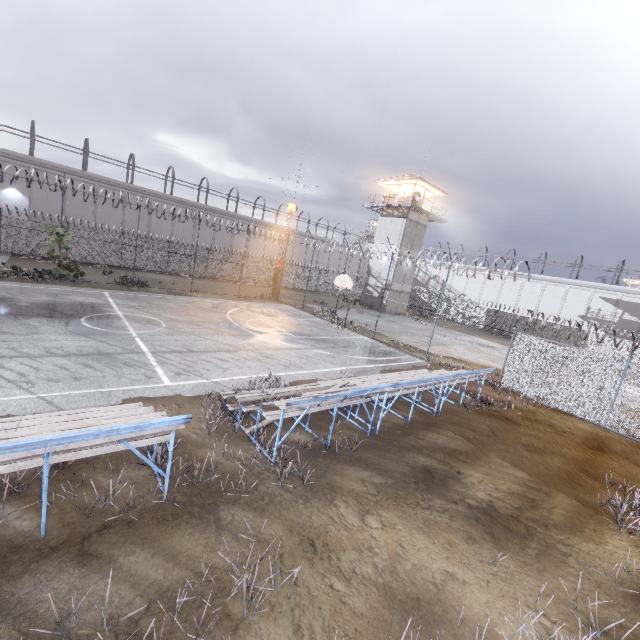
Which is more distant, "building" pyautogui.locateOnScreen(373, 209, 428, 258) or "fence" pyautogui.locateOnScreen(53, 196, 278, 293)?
"building" pyautogui.locateOnScreen(373, 209, 428, 258)

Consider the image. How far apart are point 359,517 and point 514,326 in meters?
38.4 m

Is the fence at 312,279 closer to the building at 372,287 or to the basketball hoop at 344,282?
the basketball hoop at 344,282

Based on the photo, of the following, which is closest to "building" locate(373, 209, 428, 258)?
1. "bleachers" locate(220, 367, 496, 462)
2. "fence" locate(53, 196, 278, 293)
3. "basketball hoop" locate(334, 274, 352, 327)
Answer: "fence" locate(53, 196, 278, 293)

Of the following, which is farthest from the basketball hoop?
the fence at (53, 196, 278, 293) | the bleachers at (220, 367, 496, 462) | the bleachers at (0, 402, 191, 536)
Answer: the bleachers at (0, 402, 191, 536)

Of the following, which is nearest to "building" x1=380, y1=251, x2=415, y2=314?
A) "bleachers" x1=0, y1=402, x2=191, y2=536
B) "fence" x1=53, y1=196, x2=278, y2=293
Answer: "fence" x1=53, y1=196, x2=278, y2=293

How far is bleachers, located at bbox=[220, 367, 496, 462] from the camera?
6.7 meters

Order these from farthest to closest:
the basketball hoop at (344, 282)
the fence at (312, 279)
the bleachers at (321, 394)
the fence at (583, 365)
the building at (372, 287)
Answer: the building at (372, 287) < the fence at (312, 279) < the basketball hoop at (344, 282) < the fence at (583, 365) < the bleachers at (321, 394)
